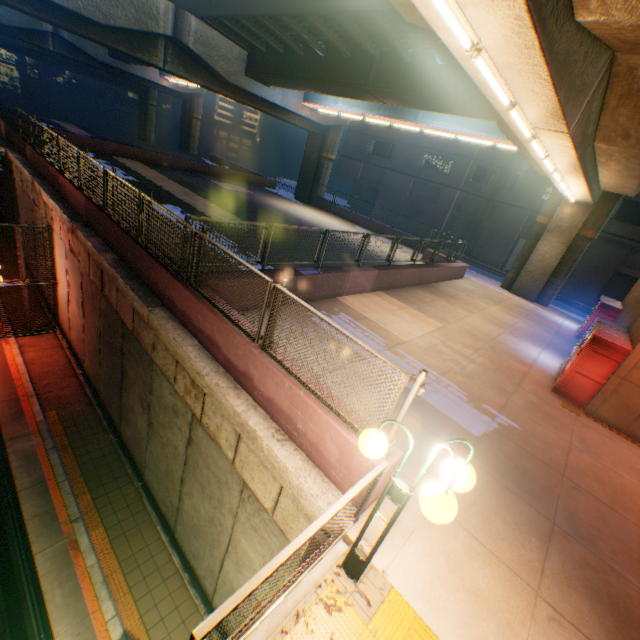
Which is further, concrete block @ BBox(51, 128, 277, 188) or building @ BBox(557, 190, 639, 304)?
building @ BBox(557, 190, 639, 304)

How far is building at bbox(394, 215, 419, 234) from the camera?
36.7m

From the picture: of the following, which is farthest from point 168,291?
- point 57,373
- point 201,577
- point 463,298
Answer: point 463,298

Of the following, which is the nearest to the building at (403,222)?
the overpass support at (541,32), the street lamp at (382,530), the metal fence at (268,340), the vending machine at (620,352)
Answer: the overpass support at (541,32)

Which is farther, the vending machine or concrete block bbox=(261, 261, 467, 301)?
concrete block bbox=(261, 261, 467, 301)

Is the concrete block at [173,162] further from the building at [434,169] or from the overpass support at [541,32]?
the building at [434,169]

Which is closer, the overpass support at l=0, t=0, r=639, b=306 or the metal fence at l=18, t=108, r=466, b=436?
the metal fence at l=18, t=108, r=466, b=436

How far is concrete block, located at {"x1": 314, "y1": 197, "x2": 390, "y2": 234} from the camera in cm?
2781
